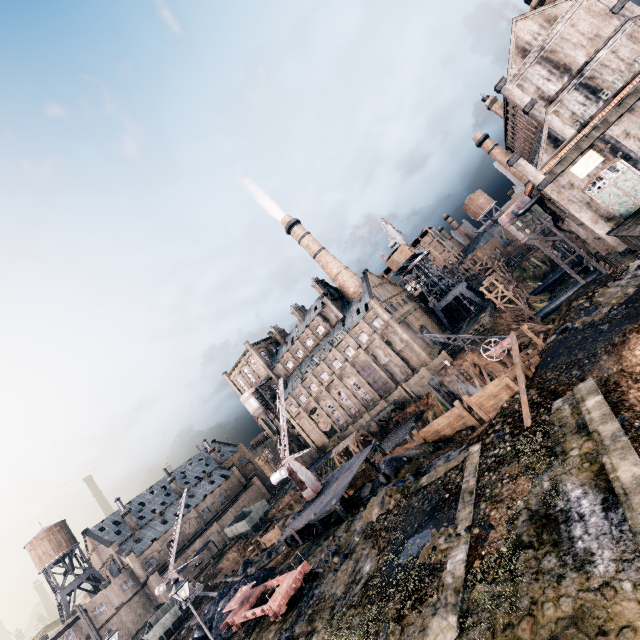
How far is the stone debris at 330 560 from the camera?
18.52m

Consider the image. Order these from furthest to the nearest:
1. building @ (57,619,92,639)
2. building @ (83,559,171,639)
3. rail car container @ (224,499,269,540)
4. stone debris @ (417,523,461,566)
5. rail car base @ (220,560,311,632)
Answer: building @ (83,559,171,639)
rail car container @ (224,499,269,540)
building @ (57,619,92,639)
rail car base @ (220,560,311,632)
stone debris @ (417,523,461,566)

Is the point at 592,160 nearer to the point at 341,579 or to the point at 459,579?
the point at 459,579

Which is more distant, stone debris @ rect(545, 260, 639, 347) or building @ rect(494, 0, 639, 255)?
building @ rect(494, 0, 639, 255)

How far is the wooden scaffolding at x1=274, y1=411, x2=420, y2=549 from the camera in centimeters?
2534cm

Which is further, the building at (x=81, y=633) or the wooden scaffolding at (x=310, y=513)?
the building at (x=81, y=633)

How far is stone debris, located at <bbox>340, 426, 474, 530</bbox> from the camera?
19.72m

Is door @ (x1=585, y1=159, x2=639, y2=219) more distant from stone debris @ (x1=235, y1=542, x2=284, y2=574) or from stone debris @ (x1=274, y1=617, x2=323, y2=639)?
stone debris @ (x1=274, y1=617, x2=323, y2=639)
